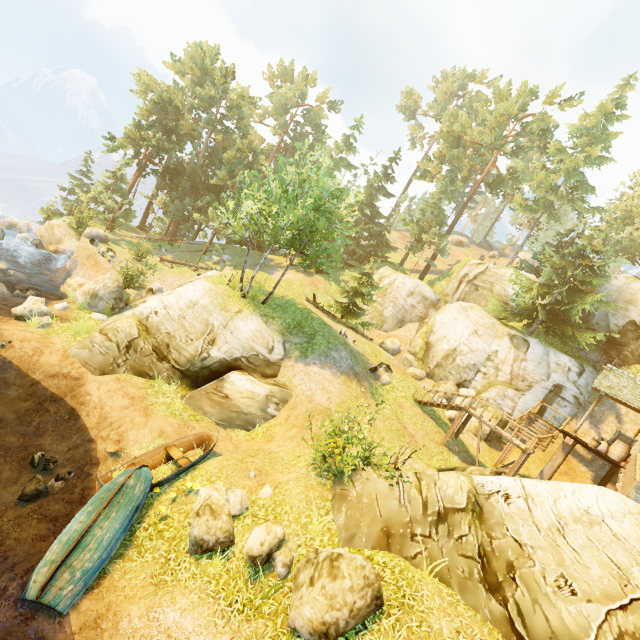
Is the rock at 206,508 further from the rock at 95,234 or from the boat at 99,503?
the rock at 95,234

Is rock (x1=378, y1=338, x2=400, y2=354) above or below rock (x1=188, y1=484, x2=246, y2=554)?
above

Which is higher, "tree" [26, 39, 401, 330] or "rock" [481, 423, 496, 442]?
"tree" [26, 39, 401, 330]

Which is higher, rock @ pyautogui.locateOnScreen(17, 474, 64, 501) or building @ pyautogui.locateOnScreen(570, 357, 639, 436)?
building @ pyautogui.locateOnScreen(570, 357, 639, 436)

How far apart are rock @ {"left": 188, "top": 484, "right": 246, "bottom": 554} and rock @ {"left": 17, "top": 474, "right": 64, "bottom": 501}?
4.2m

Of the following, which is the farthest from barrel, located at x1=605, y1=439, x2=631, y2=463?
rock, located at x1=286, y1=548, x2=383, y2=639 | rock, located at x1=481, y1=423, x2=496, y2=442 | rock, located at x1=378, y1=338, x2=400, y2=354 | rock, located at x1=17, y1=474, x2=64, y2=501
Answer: rock, located at x1=17, y1=474, x2=64, y2=501

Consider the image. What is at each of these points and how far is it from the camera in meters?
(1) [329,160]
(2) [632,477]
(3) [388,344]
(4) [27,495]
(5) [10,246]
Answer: (1) tree, 17.0 m
(2) rail, 11.2 m
(3) rock, 29.8 m
(4) rock, 9.2 m
(5) rock, 25.6 m

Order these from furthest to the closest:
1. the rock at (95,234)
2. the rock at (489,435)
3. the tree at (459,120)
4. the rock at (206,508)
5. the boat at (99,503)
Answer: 1. the rock at (95,234)
2. the tree at (459,120)
3. the rock at (489,435)
4. the rock at (206,508)
5. the boat at (99,503)
